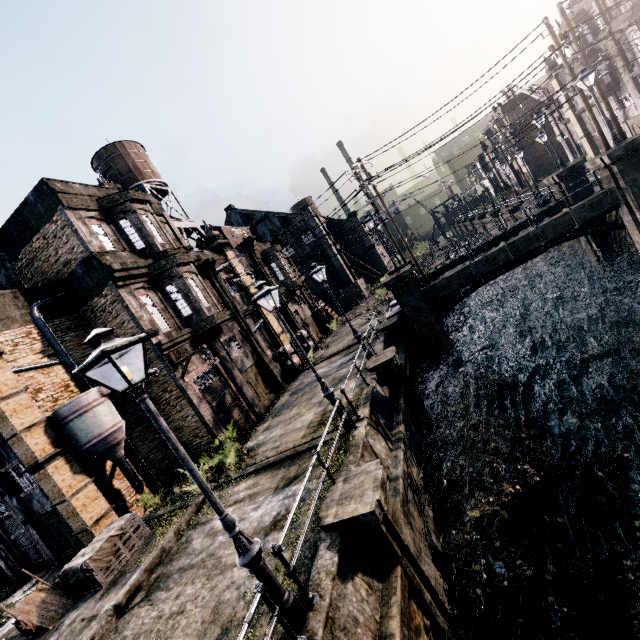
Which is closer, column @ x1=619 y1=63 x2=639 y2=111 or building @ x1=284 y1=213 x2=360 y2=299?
column @ x1=619 y1=63 x2=639 y2=111

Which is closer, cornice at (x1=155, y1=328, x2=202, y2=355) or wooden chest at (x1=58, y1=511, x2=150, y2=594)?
wooden chest at (x1=58, y1=511, x2=150, y2=594)

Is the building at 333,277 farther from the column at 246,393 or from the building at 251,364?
the column at 246,393

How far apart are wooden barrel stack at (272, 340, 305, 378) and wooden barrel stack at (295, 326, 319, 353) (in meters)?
2.41

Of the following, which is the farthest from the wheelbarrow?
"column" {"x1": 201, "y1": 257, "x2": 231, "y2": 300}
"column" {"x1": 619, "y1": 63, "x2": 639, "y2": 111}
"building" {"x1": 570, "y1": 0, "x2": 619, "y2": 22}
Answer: "building" {"x1": 570, "y1": 0, "x2": 619, "y2": 22}

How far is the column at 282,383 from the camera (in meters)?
22.88

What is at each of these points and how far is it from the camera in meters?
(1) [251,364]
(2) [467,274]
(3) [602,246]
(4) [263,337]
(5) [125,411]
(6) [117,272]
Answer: (1) building, 22.4 m
(2) column, 20.1 m
(3) column, 22.5 m
(4) building, 25.5 m
(5) building, 16.5 m
(6) cornice, 15.9 m

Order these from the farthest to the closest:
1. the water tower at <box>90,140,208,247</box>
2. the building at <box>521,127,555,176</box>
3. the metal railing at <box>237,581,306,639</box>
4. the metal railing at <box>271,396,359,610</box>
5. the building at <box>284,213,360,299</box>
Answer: the building at <box>521,127,555,176</box> → the building at <box>284,213,360,299</box> → the water tower at <box>90,140,208,247</box> → the metal railing at <box>271,396,359,610</box> → the metal railing at <box>237,581,306,639</box>
